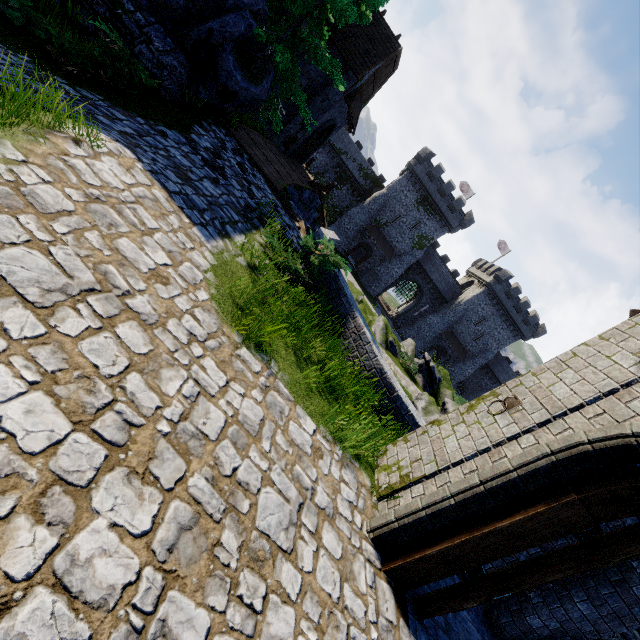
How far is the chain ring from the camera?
4.2m

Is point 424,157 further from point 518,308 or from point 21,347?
point 21,347

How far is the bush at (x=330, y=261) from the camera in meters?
6.9 m

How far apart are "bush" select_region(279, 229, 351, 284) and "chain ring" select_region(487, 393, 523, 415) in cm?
397

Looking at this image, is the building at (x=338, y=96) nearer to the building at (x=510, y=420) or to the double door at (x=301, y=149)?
the double door at (x=301, y=149)

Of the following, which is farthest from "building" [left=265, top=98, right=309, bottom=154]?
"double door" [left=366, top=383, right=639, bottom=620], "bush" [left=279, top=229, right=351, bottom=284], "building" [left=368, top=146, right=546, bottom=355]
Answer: "building" [left=368, top=146, right=546, bottom=355]

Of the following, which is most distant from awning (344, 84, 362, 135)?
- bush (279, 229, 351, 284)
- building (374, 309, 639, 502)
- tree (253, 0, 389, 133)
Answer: building (374, 309, 639, 502)

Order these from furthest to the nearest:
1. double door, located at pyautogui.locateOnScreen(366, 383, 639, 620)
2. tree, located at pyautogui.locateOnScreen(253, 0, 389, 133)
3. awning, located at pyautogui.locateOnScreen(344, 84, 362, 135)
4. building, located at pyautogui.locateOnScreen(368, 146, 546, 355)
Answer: building, located at pyautogui.locateOnScreen(368, 146, 546, 355) → awning, located at pyautogui.locateOnScreen(344, 84, 362, 135) → tree, located at pyautogui.locateOnScreen(253, 0, 389, 133) → double door, located at pyautogui.locateOnScreen(366, 383, 639, 620)
